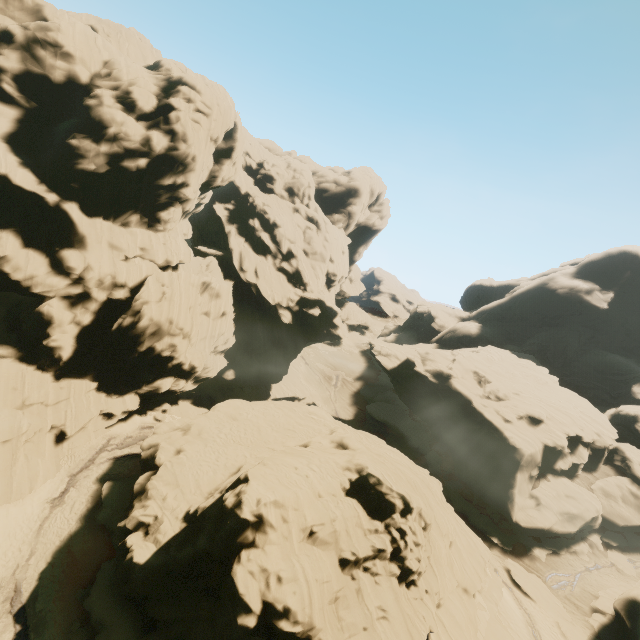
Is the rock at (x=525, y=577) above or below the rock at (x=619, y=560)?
below

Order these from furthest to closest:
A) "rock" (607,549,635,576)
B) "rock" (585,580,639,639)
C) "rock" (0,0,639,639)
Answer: "rock" (607,549,635,576) → "rock" (585,580,639,639) → "rock" (0,0,639,639)

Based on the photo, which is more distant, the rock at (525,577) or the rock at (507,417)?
the rock at (525,577)

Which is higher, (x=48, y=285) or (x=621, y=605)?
(x=48, y=285)

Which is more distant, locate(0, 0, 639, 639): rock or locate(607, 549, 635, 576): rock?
locate(607, 549, 635, 576): rock

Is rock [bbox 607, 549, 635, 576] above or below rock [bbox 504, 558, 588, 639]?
above
